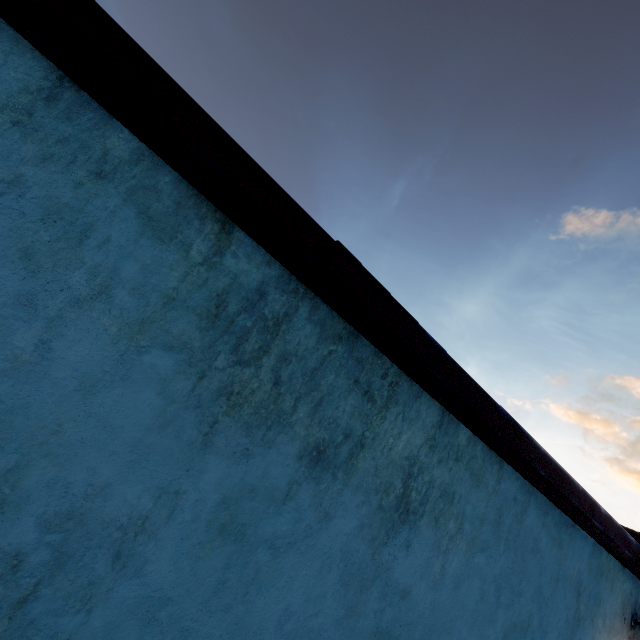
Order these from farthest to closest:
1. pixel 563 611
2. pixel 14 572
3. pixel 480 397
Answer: pixel 563 611
pixel 480 397
pixel 14 572
